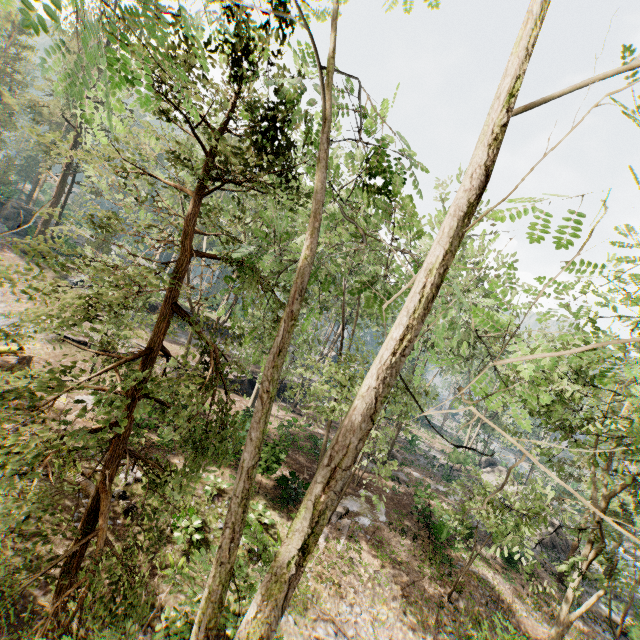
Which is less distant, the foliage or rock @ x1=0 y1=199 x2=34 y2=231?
the foliage

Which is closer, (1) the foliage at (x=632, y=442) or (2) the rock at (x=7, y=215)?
(1) the foliage at (x=632, y=442)

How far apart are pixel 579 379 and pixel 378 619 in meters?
12.2 m

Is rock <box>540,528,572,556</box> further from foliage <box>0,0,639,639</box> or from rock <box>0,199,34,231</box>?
rock <box>0,199,34,231</box>

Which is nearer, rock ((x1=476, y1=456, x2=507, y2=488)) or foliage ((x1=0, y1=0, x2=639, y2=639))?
foliage ((x1=0, y1=0, x2=639, y2=639))

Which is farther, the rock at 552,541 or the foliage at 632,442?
the rock at 552,541

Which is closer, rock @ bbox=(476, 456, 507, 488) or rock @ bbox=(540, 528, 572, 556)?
rock @ bbox=(540, 528, 572, 556)
